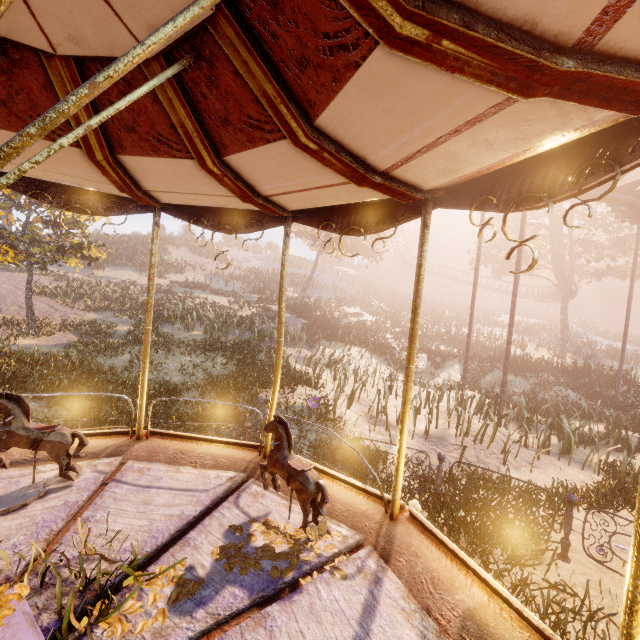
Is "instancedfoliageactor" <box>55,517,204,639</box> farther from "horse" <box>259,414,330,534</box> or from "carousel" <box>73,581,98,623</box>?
"horse" <box>259,414,330,534</box>

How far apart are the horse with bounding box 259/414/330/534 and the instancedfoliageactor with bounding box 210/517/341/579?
→ 0.0 meters

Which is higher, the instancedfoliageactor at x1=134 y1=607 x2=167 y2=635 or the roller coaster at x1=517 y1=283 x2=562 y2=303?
the roller coaster at x1=517 y1=283 x2=562 y2=303

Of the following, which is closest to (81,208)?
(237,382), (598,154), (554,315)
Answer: (598,154)

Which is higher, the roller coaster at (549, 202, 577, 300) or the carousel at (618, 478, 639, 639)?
the roller coaster at (549, 202, 577, 300)

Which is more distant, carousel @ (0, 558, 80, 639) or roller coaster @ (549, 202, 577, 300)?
roller coaster @ (549, 202, 577, 300)

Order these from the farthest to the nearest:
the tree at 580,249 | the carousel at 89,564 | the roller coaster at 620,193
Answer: the tree at 580,249, the roller coaster at 620,193, the carousel at 89,564

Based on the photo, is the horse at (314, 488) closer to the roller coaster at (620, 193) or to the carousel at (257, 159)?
the carousel at (257, 159)
